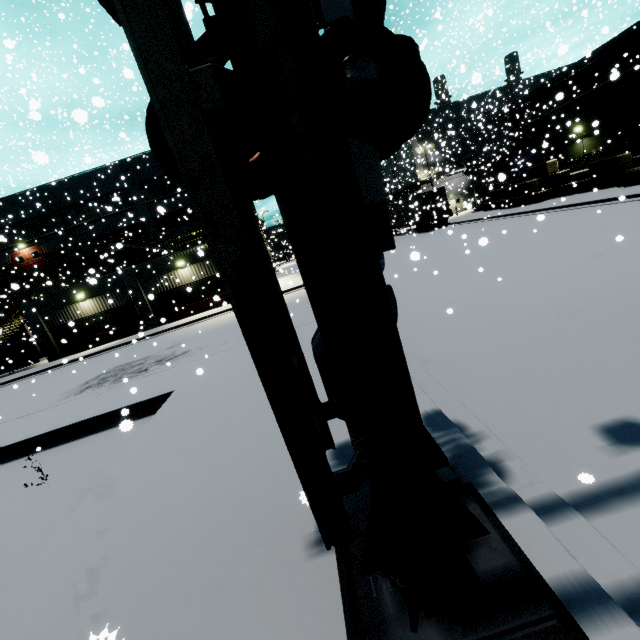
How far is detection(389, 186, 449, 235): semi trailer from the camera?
33.1 meters

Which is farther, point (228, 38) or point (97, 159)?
point (97, 159)

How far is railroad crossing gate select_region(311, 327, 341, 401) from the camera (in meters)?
2.98

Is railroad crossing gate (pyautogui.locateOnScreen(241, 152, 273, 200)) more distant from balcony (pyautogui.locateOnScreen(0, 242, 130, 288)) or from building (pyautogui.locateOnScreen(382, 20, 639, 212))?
balcony (pyautogui.locateOnScreen(0, 242, 130, 288))

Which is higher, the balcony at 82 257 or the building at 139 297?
the balcony at 82 257

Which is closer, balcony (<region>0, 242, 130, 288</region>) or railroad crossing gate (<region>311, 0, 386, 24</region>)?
railroad crossing gate (<region>311, 0, 386, 24</region>)

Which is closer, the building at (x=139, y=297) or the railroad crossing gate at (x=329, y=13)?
the railroad crossing gate at (x=329, y=13)
